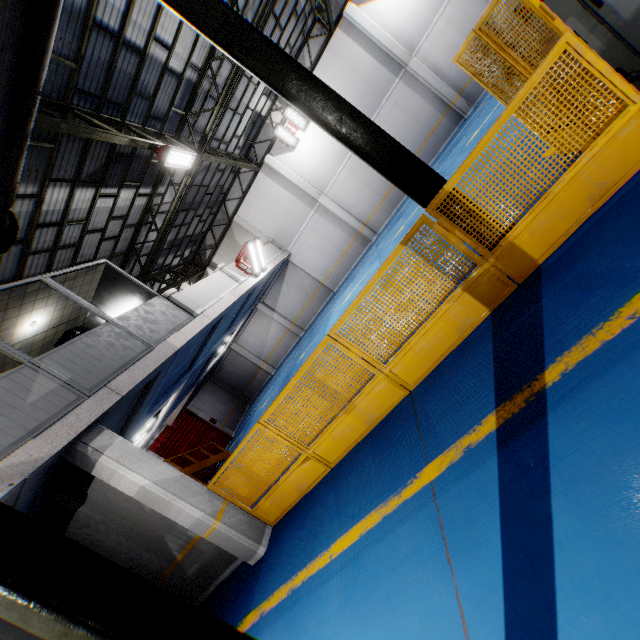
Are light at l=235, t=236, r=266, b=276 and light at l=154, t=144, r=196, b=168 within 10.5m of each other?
yes

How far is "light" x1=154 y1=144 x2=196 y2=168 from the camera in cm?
958

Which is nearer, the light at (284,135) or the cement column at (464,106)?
the cement column at (464,106)

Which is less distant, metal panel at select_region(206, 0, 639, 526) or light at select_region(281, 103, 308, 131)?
metal panel at select_region(206, 0, 639, 526)

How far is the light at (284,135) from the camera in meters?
17.2

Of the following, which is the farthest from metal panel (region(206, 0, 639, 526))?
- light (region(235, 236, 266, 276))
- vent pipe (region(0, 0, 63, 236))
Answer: light (region(235, 236, 266, 276))

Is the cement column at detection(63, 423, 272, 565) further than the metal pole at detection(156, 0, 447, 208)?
Yes

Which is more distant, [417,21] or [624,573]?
[417,21]
